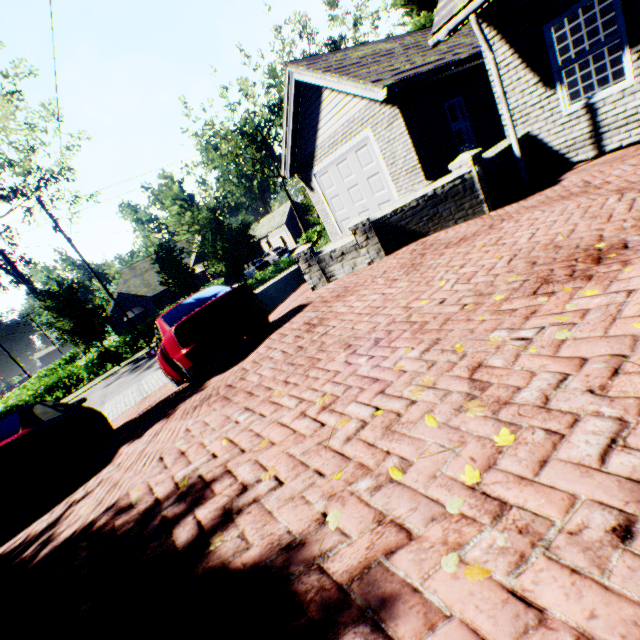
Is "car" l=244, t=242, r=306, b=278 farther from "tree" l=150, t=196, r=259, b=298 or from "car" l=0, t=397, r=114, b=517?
"car" l=0, t=397, r=114, b=517

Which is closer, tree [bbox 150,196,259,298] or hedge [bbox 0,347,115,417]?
tree [bbox 150,196,259,298]

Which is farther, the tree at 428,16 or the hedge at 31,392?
the hedge at 31,392

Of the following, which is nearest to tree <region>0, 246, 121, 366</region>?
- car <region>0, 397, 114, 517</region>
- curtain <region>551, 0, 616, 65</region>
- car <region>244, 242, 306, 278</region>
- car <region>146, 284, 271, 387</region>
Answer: car <region>0, 397, 114, 517</region>

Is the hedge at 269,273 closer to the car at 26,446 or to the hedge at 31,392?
the car at 26,446

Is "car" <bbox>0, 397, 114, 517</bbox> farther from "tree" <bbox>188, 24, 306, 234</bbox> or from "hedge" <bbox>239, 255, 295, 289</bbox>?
"hedge" <bbox>239, 255, 295, 289</bbox>

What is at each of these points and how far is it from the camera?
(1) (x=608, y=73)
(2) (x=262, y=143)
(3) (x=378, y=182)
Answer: (1) curtain, 5.8m
(2) tree, 30.8m
(3) garage door, 10.5m

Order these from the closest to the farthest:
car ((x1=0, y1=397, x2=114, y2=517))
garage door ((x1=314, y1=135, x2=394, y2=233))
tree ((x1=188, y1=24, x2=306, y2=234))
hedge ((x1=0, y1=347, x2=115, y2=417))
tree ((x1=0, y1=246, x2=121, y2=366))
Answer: car ((x1=0, y1=397, x2=114, y2=517)), garage door ((x1=314, y1=135, x2=394, y2=233)), tree ((x1=0, y1=246, x2=121, y2=366)), hedge ((x1=0, y1=347, x2=115, y2=417)), tree ((x1=188, y1=24, x2=306, y2=234))
